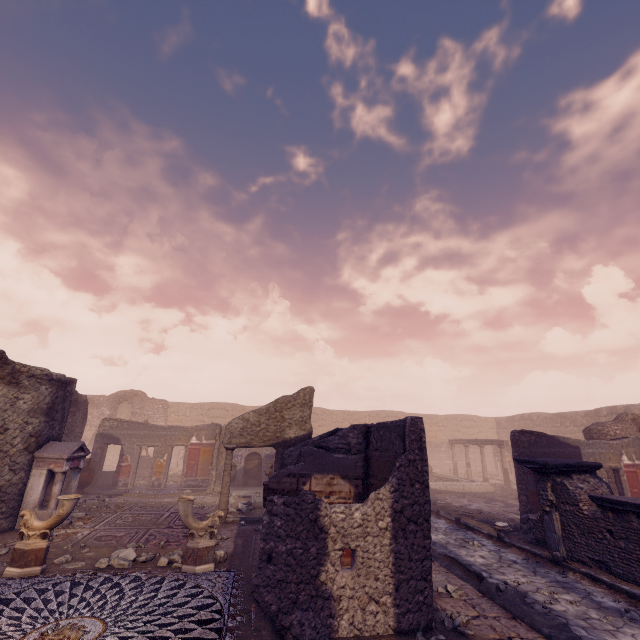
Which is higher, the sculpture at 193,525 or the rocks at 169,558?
the sculpture at 193,525

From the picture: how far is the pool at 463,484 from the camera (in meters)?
17.45

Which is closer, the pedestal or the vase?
the vase

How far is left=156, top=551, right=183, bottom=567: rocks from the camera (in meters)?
6.40

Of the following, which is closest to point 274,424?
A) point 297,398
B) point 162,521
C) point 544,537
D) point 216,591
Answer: point 297,398

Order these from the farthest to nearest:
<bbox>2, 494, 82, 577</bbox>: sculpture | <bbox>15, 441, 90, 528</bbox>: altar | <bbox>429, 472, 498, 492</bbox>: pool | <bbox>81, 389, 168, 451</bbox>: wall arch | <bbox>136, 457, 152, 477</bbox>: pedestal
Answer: <bbox>81, 389, 168, 451</bbox>: wall arch
<bbox>136, 457, 152, 477</bbox>: pedestal
<bbox>429, 472, 498, 492</bbox>: pool
<bbox>15, 441, 90, 528</bbox>: altar
<bbox>2, 494, 82, 577</bbox>: sculpture

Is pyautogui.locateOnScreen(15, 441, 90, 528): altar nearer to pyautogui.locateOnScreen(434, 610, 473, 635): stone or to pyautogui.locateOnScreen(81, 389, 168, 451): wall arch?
pyautogui.locateOnScreen(434, 610, 473, 635): stone

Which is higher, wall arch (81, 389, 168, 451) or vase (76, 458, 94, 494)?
wall arch (81, 389, 168, 451)
